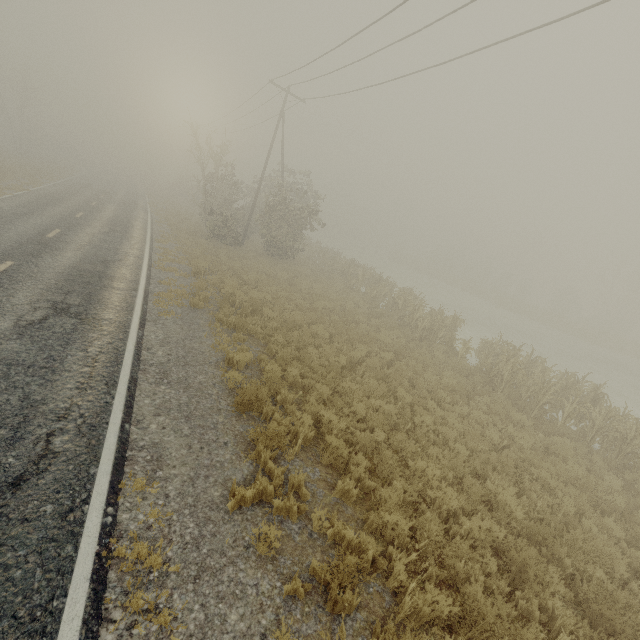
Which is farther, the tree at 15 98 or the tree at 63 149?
the tree at 63 149

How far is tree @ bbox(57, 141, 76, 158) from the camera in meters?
57.8

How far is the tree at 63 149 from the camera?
57.81m

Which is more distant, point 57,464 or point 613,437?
point 613,437

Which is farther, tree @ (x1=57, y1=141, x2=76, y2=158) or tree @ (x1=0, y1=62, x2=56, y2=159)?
tree @ (x1=57, y1=141, x2=76, y2=158)
